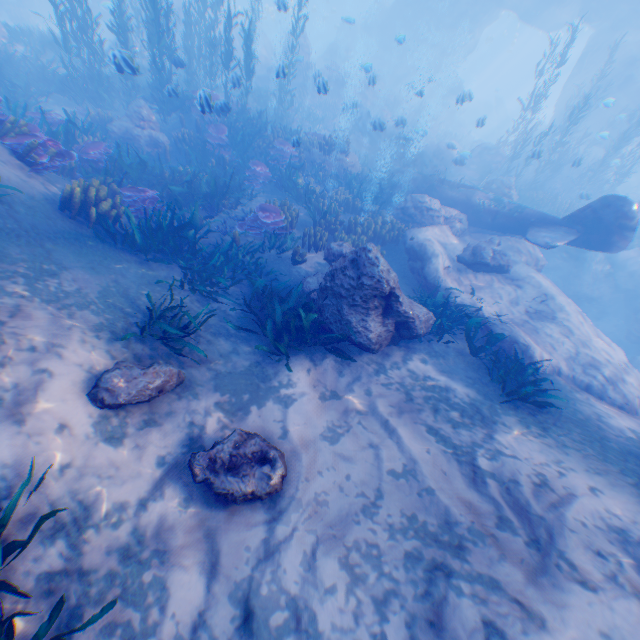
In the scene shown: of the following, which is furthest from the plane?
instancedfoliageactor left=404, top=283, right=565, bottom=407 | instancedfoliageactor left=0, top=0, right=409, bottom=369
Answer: instancedfoliageactor left=404, top=283, right=565, bottom=407

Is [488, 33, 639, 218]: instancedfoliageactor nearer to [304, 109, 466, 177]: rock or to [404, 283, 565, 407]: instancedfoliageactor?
[304, 109, 466, 177]: rock

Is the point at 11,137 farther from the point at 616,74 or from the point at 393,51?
the point at 393,51

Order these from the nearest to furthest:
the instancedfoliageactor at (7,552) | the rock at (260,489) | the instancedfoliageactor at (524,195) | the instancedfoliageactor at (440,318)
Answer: the instancedfoliageactor at (7,552) < the rock at (260,489) < the instancedfoliageactor at (440,318) < the instancedfoliageactor at (524,195)

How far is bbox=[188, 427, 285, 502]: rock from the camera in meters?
4.3 m

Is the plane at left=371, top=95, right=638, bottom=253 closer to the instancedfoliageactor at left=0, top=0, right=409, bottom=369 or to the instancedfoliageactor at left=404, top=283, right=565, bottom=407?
the instancedfoliageactor at left=0, top=0, right=409, bottom=369

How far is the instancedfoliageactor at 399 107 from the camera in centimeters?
2445cm

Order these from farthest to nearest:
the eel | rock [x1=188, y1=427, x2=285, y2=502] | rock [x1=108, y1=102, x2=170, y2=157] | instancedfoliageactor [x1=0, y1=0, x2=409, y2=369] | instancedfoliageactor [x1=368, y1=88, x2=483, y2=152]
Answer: instancedfoliageactor [x1=368, y1=88, x2=483, y2=152] < the eel < rock [x1=108, y1=102, x2=170, y2=157] < instancedfoliageactor [x1=0, y1=0, x2=409, y2=369] < rock [x1=188, y1=427, x2=285, y2=502]
